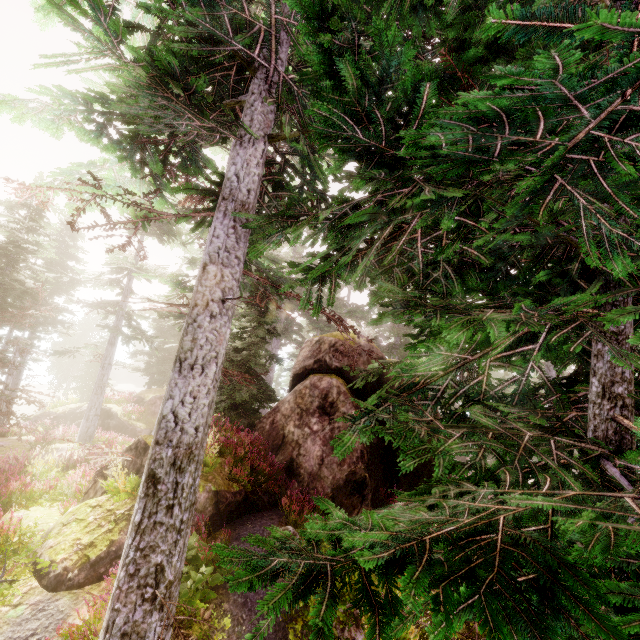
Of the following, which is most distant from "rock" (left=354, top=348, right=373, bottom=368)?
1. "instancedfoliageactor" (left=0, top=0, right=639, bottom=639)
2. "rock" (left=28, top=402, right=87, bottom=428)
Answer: "rock" (left=28, top=402, right=87, bottom=428)

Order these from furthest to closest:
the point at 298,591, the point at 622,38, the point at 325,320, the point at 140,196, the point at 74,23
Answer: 1. the point at 325,320
2. the point at 140,196
3. the point at 74,23
4. the point at 298,591
5. the point at 622,38

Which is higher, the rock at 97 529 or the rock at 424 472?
the rock at 424 472

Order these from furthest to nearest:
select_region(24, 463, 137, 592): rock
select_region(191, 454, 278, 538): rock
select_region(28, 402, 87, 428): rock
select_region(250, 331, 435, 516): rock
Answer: select_region(28, 402, 87, 428): rock < select_region(250, 331, 435, 516): rock < select_region(191, 454, 278, 538): rock < select_region(24, 463, 137, 592): rock

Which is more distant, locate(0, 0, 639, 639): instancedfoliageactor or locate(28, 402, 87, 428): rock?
locate(28, 402, 87, 428): rock

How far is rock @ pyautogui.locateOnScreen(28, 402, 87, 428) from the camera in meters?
23.8 m

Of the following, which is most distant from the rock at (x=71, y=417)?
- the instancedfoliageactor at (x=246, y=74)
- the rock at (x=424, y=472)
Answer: Answer: the rock at (x=424, y=472)
